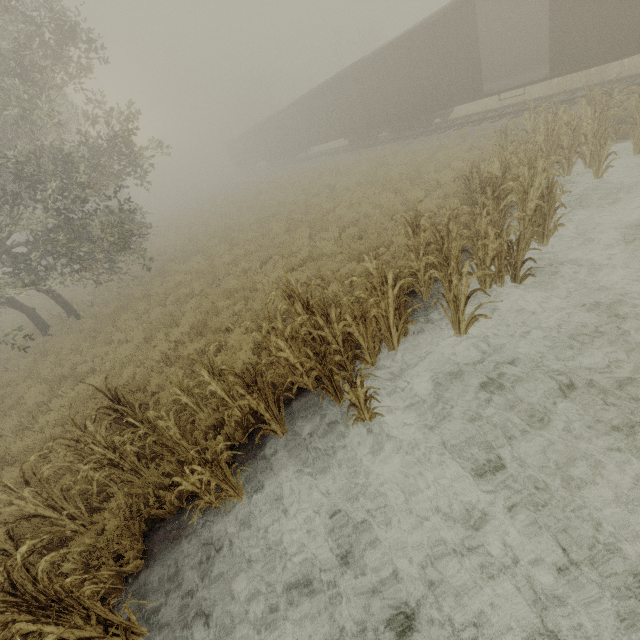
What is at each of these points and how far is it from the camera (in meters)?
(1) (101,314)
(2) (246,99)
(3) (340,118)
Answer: (1) tree, 13.79
(2) tree, 55.62
(3) boxcar, 23.23

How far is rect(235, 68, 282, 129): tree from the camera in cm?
5559

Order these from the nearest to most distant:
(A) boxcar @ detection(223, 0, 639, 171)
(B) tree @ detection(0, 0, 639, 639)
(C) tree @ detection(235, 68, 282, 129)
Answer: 1. (B) tree @ detection(0, 0, 639, 639)
2. (A) boxcar @ detection(223, 0, 639, 171)
3. (C) tree @ detection(235, 68, 282, 129)

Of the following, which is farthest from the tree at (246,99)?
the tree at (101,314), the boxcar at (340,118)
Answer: the tree at (101,314)

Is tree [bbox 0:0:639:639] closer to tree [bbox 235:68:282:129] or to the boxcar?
the boxcar

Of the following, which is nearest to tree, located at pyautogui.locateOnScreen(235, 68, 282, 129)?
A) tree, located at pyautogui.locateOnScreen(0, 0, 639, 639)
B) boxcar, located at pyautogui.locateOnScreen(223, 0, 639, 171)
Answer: boxcar, located at pyautogui.locateOnScreen(223, 0, 639, 171)
